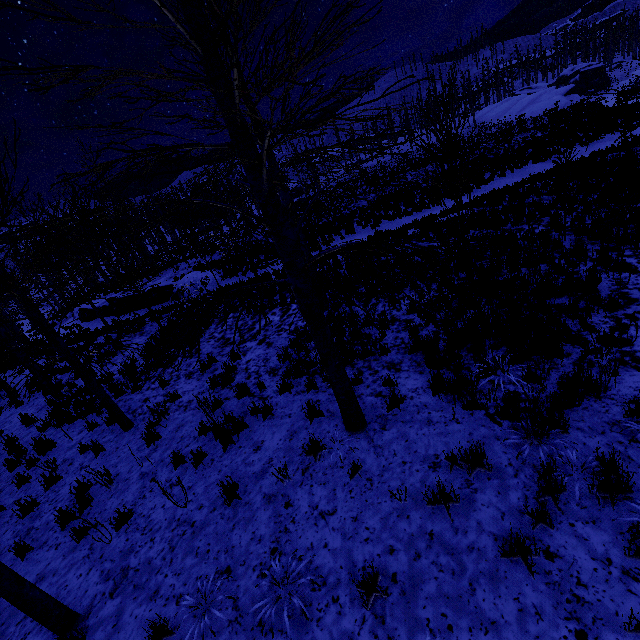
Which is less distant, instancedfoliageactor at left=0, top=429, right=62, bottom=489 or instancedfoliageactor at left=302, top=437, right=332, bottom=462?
instancedfoliageactor at left=302, top=437, right=332, bottom=462

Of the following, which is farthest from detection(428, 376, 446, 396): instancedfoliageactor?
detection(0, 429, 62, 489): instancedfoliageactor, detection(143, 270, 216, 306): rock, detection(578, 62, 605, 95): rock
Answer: detection(578, 62, 605, 95): rock

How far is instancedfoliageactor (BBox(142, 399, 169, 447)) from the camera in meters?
6.8 m

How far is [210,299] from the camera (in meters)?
12.52

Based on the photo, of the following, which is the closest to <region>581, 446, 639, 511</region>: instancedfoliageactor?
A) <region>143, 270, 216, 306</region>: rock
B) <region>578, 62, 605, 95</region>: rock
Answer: <region>143, 270, 216, 306</region>: rock

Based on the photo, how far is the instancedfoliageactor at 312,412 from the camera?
5.7 meters
